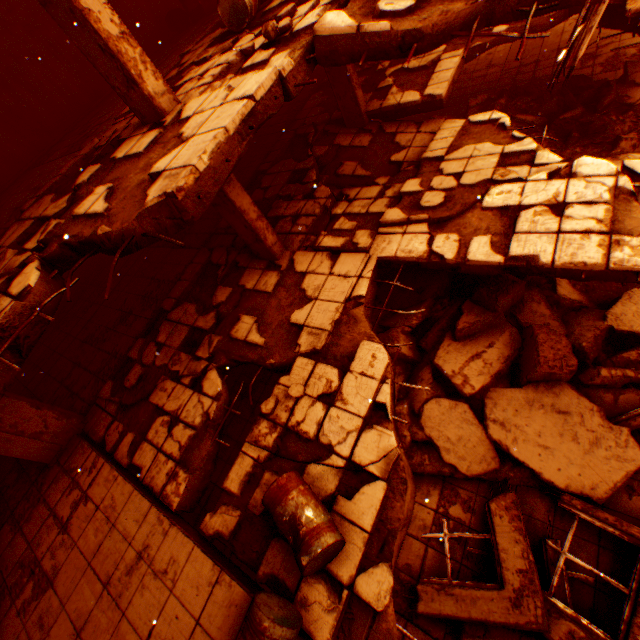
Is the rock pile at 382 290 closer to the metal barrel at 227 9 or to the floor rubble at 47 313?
the floor rubble at 47 313

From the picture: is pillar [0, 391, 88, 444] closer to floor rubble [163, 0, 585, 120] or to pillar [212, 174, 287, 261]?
floor rubble [163, 0, 585, 120]

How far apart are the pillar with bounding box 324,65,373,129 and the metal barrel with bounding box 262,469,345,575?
8.8 meters

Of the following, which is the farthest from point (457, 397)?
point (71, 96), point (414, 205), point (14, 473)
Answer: point (71, 96)

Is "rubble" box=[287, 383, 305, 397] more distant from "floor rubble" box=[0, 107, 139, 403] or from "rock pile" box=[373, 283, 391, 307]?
"floor rubble" box=[0, 107, 139, 403]

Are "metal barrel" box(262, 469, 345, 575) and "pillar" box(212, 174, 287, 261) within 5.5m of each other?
yes

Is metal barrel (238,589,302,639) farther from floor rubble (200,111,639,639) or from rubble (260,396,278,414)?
rubble (260,396,278,414)

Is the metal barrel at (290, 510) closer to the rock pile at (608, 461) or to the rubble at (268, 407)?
the rubble at (268, 407)
